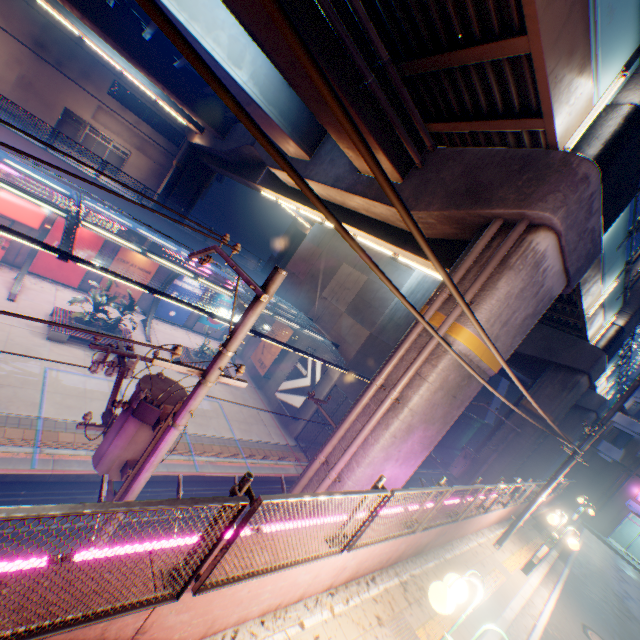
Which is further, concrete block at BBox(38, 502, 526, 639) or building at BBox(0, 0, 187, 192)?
building at BBox(0, 0, 187, 192)

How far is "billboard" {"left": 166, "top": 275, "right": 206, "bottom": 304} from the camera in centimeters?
2461cm

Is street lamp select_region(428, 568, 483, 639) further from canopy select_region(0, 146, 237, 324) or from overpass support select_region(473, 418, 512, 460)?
canopy select_region(0, 146, 237, 324)

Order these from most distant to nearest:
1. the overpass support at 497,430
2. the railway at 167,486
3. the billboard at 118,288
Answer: the billboard at 118,288 < the overpass support at 497,430 < the railway at 167,486

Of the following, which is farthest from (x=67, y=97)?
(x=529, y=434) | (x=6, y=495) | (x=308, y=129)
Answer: (x=529, y=434)

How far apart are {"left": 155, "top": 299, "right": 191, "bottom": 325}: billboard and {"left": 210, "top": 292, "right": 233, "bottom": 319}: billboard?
0.8 meters

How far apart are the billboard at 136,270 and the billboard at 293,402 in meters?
12.1 m

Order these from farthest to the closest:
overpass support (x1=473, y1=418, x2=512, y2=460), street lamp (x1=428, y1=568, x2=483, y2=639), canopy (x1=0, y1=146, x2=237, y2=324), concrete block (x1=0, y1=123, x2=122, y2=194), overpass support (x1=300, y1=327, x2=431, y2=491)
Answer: overpass support (x1=473, y1=418, x2=512, y2=460) → concrete block (x1=0, y1=123, x2=122, y2=194) → canopy (x1=0, y1=146, x2=237, y2=324) → overpass support (x1=300, y1=327, x2=431, y2=491) → street lamp (x1=428, y1=568, x2=483, y2=639)
